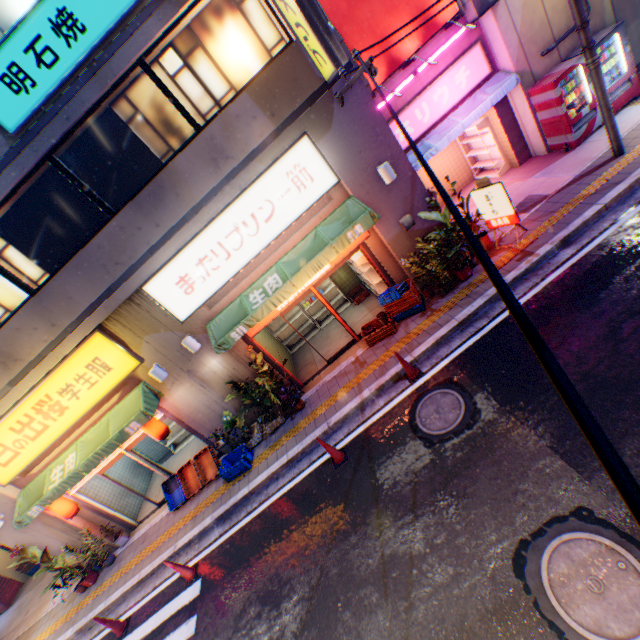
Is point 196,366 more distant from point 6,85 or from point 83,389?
point 6,85

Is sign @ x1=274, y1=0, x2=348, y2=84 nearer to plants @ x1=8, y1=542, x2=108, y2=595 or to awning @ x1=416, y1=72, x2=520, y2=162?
awning @ x1=416, y1=72, x2=520, y2=162

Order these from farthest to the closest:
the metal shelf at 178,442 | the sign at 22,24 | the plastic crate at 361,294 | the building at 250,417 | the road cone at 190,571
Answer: the metal shelf at 178,442
the plastic crate at 361,294
the building at 250,417
the road cone at 190,571
the sign at 22,24

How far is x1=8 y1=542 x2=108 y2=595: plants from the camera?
9.46m

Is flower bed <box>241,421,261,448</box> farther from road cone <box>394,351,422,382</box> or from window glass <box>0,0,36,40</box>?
window glass <box>0,0,36,40</box>

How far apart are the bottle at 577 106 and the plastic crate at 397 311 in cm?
689

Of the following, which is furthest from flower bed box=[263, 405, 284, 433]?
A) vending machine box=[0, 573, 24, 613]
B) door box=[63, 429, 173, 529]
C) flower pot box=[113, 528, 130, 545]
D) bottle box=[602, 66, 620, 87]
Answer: vending machine box=[0, 573, 24, 613]

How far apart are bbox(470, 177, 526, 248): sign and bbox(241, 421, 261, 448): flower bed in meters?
8.6 m
